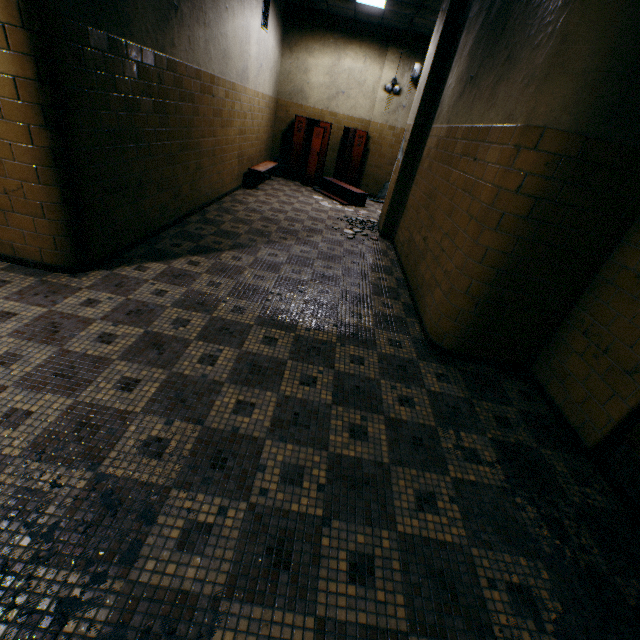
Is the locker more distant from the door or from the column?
the door

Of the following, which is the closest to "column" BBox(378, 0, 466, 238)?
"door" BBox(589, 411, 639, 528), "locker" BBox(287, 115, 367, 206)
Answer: "locker" BBox(287, 115, 367, 206)

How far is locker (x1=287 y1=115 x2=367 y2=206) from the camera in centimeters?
892cm

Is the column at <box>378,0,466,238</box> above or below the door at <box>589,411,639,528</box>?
above

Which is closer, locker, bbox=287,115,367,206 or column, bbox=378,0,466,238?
column, bbox=378,0,466,238

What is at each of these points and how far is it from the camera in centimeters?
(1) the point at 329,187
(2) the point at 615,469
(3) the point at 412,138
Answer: (1) locker, 960cm
(2) door, 223cm
(3) column, 556cm

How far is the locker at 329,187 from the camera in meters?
8.9 m

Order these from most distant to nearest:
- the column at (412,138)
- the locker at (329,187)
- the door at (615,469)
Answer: the locker at (329,187), the column at (412,138), the door at (615,469)
